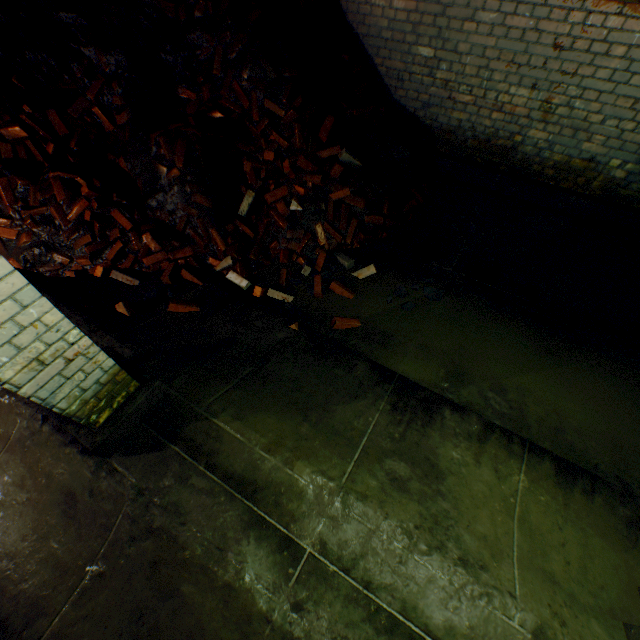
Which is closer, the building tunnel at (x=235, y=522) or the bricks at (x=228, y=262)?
the building tunnel at (x=235, y=522)

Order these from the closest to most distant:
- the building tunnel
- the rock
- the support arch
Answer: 1. the support arch
2. the building tunnel
3. the rock

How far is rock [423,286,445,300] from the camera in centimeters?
389cm

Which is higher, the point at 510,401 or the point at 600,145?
the point at 600,145

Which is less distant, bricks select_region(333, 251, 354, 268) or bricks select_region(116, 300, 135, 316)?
bricks select_region(116, 300, 135, 316)

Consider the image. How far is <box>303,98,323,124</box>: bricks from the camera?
4.03m

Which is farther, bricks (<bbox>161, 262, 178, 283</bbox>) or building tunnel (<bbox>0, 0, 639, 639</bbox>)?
bricks (<bbox>161, 262, 178, 283</bbox>)

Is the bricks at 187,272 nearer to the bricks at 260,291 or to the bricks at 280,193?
the bricks at 260,291
